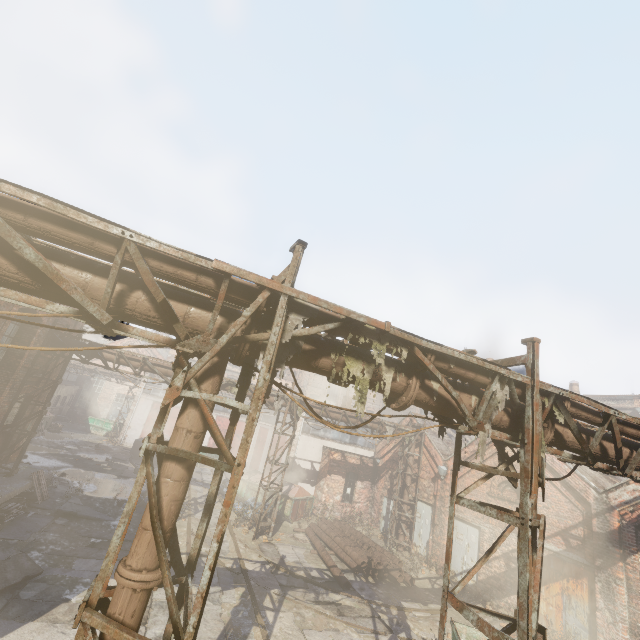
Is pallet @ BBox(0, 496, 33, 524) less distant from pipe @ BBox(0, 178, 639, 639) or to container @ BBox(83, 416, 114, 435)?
pipe @ BBox(0, 178, 639, 639)

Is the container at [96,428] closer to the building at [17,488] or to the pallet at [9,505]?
the building at [17,488]

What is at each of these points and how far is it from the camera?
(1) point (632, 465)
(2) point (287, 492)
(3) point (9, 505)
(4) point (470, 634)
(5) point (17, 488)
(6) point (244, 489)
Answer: (1) pipe, 5.70m
(2) trash container, 18.36m
(3) pallet, 10.83m
(4) container, 7.83m
(5) building, 11.34m
(6) trash container, 19.59m

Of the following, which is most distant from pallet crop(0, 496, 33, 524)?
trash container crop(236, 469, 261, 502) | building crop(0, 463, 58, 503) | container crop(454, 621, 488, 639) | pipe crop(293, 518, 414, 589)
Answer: container crop(454, 621, 488, 639)

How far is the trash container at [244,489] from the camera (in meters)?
19.23

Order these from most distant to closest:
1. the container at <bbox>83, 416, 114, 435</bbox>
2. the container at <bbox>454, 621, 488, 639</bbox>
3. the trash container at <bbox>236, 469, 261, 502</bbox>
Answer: the container at <bbox>83, 416, 114, 435</bbox> → the trash container at <bbox>236, 469, 261, 502</bbox> → the container at <bbox>454, 621, 488, 639</bbox>

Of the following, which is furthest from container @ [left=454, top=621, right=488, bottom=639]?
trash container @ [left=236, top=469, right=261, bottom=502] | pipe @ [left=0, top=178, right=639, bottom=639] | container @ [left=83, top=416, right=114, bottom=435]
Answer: container @ [left=83, top=416, right=114, bottom=435]

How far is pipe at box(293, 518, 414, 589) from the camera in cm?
1296
